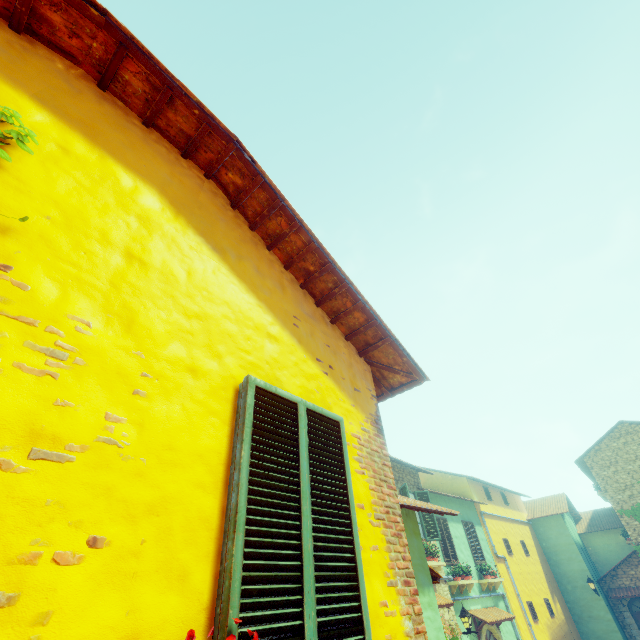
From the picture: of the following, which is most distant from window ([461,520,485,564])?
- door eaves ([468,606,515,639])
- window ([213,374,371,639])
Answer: window ([213,374,371,639])

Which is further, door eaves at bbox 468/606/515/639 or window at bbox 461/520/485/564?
window at bbox 461/520/485/564

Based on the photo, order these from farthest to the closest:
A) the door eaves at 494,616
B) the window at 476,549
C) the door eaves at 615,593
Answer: the door eaves at 615,593 → the window at 476,549 → the door eaves at 494,616

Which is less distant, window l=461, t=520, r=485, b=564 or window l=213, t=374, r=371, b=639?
window l=213, t=374, r=371, b=639

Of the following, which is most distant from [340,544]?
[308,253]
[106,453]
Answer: [308,253]

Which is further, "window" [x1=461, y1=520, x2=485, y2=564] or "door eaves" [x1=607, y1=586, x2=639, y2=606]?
"door eaves" [x1=607, y1=586, x2=639, y2=606]

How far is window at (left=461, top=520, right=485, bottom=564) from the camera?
14.2 meters

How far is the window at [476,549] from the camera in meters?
14.2
